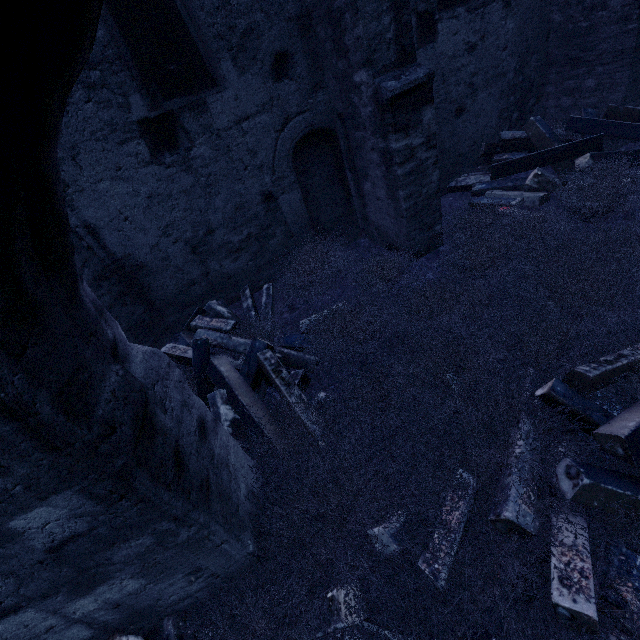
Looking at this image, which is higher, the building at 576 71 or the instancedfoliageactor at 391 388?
the building at 576 71

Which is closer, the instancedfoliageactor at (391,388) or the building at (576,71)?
the instancedfoliageactor at (391,388)

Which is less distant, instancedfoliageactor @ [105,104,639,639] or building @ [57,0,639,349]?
instancedfoliageactor @ [105,104,639,639]

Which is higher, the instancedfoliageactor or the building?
the building

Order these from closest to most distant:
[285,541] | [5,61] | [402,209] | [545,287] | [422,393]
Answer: [5,61], [285,541], [422,393], [545,287], [402,209]
